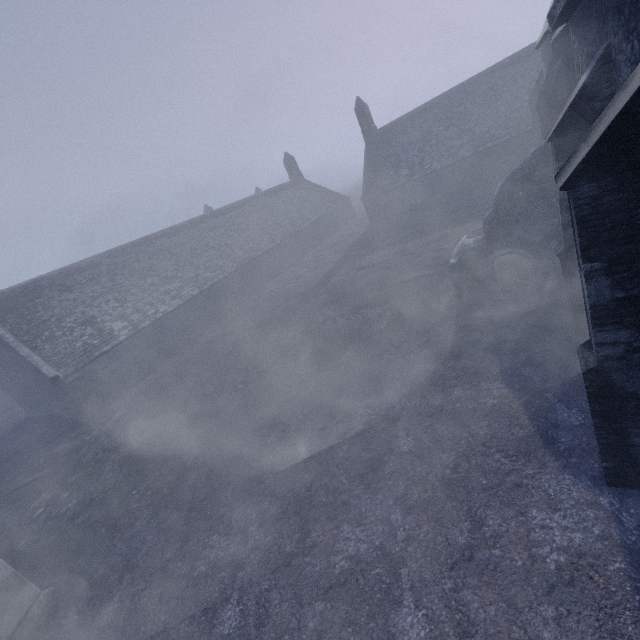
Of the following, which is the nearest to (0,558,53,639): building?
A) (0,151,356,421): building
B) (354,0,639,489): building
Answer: (354,0,639,489): building

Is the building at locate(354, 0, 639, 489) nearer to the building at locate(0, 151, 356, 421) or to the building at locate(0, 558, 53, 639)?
the building at locate(0, 558, 53, 639)

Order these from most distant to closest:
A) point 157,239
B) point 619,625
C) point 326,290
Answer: point 157,239
point 326,290
point 619,625

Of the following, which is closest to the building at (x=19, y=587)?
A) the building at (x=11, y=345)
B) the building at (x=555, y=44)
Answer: the building at (x=555, y=44)

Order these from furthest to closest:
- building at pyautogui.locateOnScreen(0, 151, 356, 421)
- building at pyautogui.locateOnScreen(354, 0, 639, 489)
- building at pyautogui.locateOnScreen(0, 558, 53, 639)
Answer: building at pyautogui.locateOnScreen(0, 151, 356, 421) < building at pyautogui.locateOnScreen(0, 558, 53, 639) < building at pyautogui.locateOnScreen(354, 0, 639, 489)
